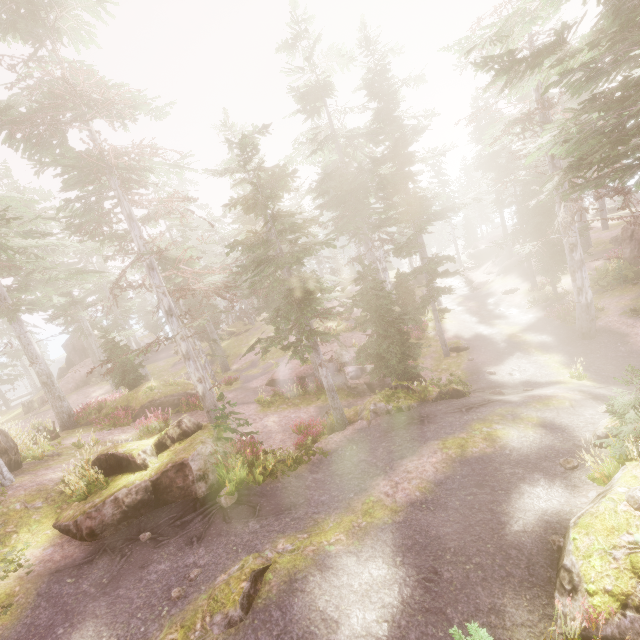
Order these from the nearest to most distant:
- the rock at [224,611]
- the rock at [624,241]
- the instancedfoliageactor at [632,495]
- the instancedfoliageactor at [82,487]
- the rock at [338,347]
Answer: the instancedfoliageactor at [632,495] → the rock at [224,611] → the instancedfoliageactor at [82,487] → the rock at [624,241] → the rock at [338,347]

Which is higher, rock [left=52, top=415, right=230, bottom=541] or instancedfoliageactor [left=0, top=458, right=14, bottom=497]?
instancedfoliageactor [left=0, top=458, right=14, bottom=497]

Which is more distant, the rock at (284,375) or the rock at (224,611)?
the rock at (284,375)

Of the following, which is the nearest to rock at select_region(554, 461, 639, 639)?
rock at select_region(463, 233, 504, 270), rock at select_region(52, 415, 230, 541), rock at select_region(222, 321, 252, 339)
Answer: rock at select_region(52, 415, 230, 541)

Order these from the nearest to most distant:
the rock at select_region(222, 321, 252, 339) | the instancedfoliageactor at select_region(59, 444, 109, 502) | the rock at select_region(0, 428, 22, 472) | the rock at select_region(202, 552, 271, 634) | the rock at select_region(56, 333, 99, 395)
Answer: the rock at select_region(202, 552, 271, 634), the instancedfoliageactor at select_region(59, 444, 109, 502), the rock at select_region(0, 428, 22, 472), the rock at select_region(56, 333, 99, 395), the rock at select_region(222, 321, 252, 339)

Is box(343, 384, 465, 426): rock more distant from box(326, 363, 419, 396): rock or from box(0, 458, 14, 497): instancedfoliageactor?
box(326, 363, 419, 396): rock

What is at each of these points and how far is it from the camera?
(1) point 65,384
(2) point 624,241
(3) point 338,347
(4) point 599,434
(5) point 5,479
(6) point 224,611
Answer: (1) rock, 33.6 meters
(2) rock, 22.5 meters
(3) rock, 26.4 meters
(4) rock, 9.2 meters
(5) instancedfoliageactor, 10.7 meters
(6) rock, 6.4 meters

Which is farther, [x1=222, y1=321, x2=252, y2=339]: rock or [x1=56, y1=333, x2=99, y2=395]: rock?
[x1=222, y1=321, x2=252, y2=339]: rock
